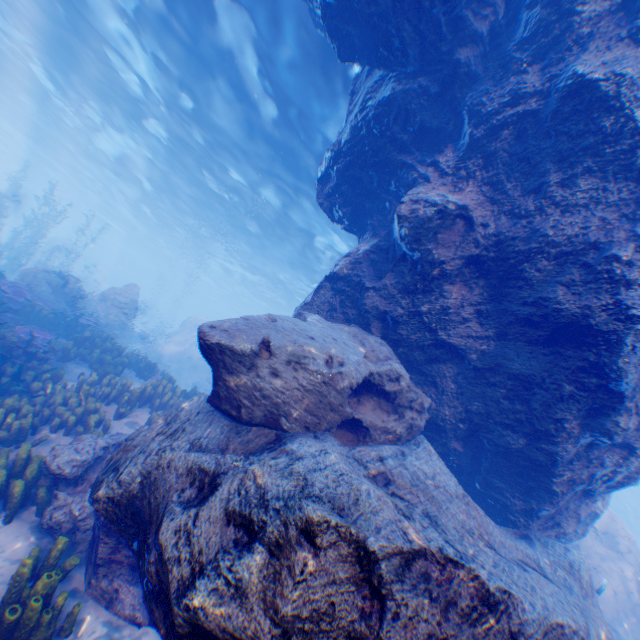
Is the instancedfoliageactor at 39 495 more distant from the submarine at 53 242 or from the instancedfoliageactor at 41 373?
the submarine at 53 242

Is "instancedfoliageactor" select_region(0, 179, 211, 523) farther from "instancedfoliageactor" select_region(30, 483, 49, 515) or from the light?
the light

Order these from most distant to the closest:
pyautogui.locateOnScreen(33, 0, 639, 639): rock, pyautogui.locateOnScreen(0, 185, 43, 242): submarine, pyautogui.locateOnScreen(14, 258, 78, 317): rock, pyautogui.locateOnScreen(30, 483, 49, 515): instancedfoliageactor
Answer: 1. pyautogui.locateOnScreen(0, 185, 43, 242): submarine
2. pyautogui.locateOnScreen(14, 258, 78, 317): rock
3. pyautogui.locateOnScreen(30, 483, 49, 515): instancedfoliageactor
4. pyautogui.locateOnScreen(33, 0, 639, 639): rock

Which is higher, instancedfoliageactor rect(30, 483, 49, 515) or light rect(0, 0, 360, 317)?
light rect(0, 0, 360, 317)

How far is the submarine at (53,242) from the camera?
46.7m

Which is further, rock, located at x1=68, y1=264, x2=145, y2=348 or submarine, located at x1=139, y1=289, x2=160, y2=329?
submarine, located at x1=139, y1=289, x2=160, y2=329

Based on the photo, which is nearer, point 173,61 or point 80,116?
point 173,61

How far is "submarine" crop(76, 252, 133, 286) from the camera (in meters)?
50.11
